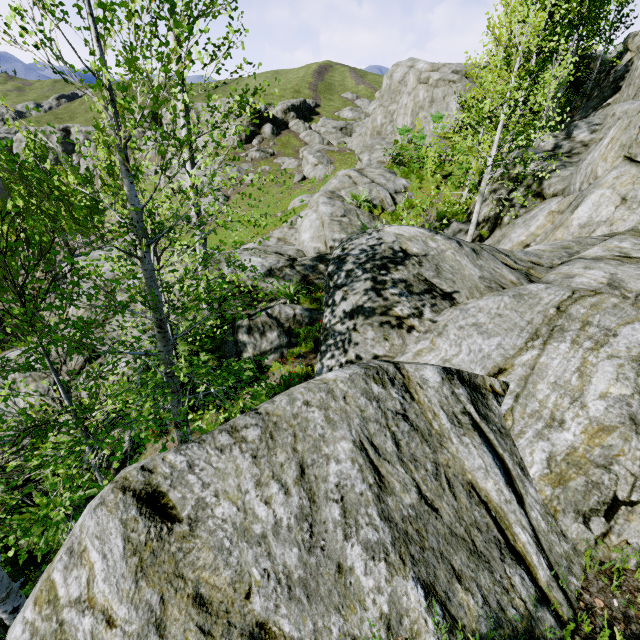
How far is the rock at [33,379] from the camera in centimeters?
818cm

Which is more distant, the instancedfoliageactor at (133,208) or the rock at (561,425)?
the instancedfoliageactor at (133,208)

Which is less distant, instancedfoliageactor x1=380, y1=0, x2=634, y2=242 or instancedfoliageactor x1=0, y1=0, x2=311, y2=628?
instancedfoliageactor x1=0, y1=0, x2=311, y2=628

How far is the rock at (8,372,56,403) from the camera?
8.18m

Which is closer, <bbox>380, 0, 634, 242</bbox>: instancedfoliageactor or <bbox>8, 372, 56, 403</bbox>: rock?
<bbox>8, 372, 56, 403</bbox>: rock

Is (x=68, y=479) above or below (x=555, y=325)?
below
